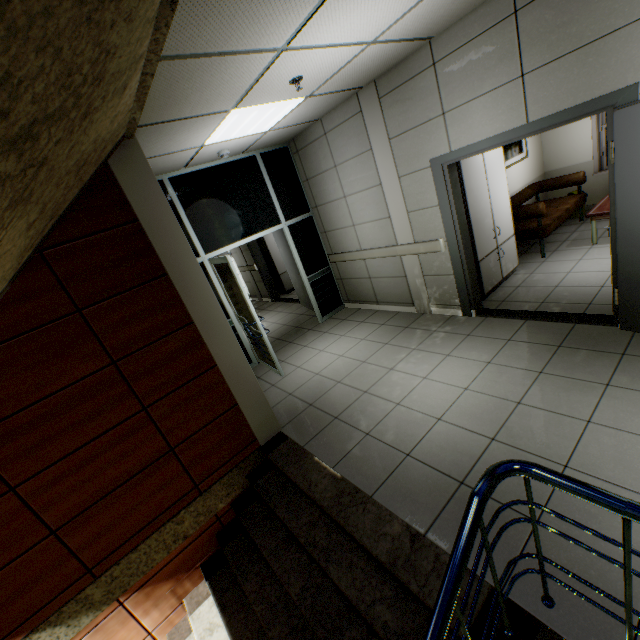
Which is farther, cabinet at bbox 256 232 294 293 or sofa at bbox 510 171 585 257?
cabinet at bbox 256 232 294 293

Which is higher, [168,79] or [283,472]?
[168,79]

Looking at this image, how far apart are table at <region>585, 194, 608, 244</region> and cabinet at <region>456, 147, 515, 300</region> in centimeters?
117cm

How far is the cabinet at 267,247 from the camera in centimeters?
912cm

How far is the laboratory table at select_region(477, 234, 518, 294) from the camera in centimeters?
475cm

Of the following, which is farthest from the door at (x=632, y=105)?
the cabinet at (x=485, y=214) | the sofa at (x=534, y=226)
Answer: the sofa at (x=534, y=226)

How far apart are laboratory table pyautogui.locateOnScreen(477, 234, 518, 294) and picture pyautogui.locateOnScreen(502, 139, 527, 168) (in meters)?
1.67

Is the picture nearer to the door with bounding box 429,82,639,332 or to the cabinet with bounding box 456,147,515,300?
the cabinet with bounding box 456,147,515,300
